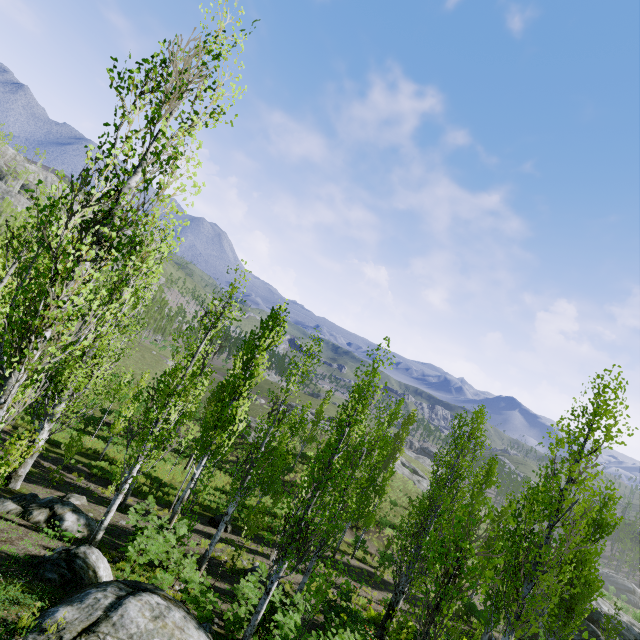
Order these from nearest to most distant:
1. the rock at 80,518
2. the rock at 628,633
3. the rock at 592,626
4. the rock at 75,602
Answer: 1. the rock at 75,602
2. the rock at 80,518
3. the rock at 592,626
4. the rock at 628,633

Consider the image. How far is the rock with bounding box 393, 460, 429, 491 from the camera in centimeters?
5360cm

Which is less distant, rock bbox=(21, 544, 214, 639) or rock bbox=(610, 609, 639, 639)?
rock bbox=(21, 544, 214, 639)

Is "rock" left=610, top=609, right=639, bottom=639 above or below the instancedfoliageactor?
below

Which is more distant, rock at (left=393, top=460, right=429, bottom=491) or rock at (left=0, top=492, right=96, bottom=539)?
rock at (left=393, top=460, right=429, bottom=491)

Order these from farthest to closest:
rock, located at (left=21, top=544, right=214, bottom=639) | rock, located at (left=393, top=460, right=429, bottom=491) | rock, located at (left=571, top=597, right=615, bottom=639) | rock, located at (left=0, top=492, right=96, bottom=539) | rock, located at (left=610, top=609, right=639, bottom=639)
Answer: rock, located at (left=393, top=460, right=429, bottom=491), rock, located at (left=610, top=609, right=639, bottom=639), rock, located at (left=571, top=597, right=615, bottom=639), rock, located at (left=0, top=492, right=96, bottom=539), rock, located at (left=21, top=544, right=214, bottom=639)

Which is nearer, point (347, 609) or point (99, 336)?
point (347, 609)

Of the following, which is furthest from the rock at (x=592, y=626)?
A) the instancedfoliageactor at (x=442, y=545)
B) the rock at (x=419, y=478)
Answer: the rock at (x=419, y=478)
